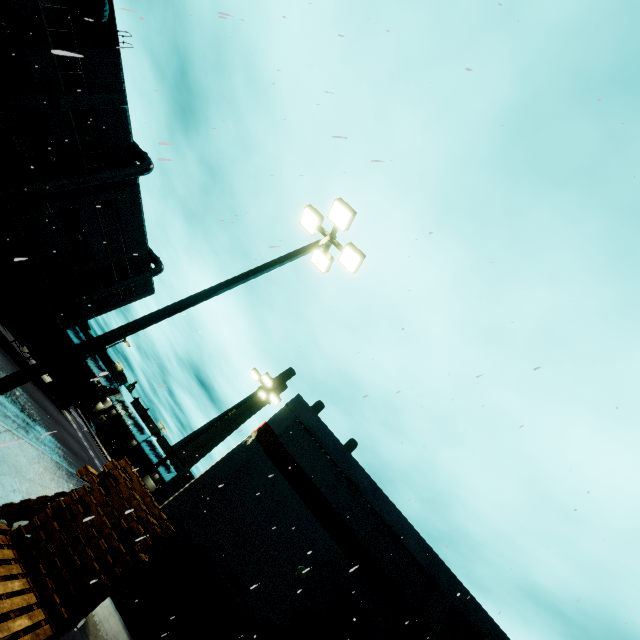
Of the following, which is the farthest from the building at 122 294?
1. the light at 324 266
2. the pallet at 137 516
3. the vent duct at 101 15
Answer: the light at 324 266

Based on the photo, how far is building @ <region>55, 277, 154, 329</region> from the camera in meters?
36.8

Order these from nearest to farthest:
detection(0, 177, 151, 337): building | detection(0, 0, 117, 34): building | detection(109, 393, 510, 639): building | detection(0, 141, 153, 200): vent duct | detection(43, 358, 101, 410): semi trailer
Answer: detection(109, 393, 510, 639): building < detection(0, 0, 117, 34): building < detection(0, 141, 153, 200): vent duct < detection(0, 177, 151, 337): building < detection(43, 358, 101, 410): semi trailer

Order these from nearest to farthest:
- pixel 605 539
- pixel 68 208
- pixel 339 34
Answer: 1. pixel 339 34
2. pixel 605 539
3. pixel 68 208

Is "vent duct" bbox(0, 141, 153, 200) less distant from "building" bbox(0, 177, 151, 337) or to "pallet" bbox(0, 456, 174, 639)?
"building" bbox(0, 177, 151, 337)

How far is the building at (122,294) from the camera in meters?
36.8 m

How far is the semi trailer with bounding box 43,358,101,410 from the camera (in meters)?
31.47
